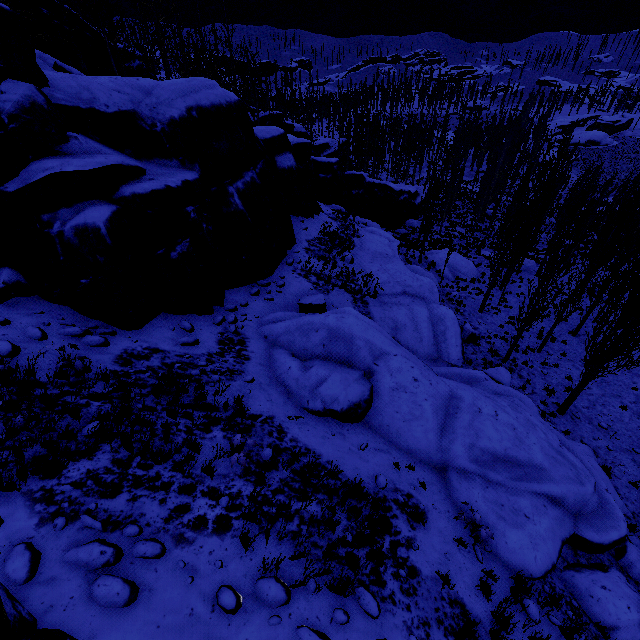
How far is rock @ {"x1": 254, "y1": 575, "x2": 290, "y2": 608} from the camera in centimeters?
455cm

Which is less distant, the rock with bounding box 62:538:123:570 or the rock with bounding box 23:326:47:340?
the rock with bounding box 62:538:123:570

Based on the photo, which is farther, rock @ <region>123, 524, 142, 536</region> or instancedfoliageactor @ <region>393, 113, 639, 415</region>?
instancedfoliageactor @ <region>393, 113, 639, 415</region>

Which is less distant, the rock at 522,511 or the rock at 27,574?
the rock at 27,574

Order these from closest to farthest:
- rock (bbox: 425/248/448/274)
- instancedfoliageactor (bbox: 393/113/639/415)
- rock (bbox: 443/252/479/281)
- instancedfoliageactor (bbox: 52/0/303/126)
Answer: instancedfoliageactor (bbox: 393/113/639/415)
instancedfoliageactor (bbox: 52/0/303/126)
rock (bbox: 443/252/479/281)
rock (bbox: 425/248/448/274)

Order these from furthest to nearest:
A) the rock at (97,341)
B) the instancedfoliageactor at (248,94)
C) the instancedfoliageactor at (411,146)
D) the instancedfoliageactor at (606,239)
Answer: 1. the instancedfoliageactor at (411,146)
2. the instancedfoliageactor at (248,94)
3. the instancedfoliageactor at (606,239)
4. the rock at (97,341)

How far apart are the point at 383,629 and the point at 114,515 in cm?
439
